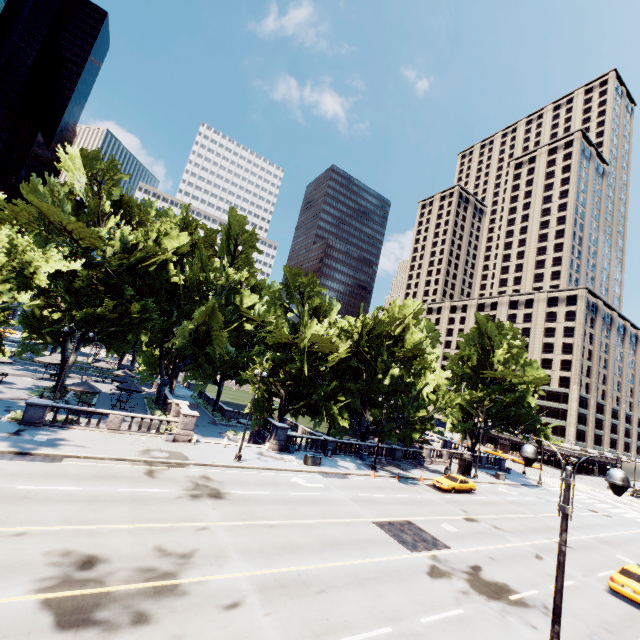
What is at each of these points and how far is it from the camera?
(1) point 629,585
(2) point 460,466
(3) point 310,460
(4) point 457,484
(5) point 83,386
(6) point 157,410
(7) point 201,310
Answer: (1) vehicle, 17.2 meters
(2) bus stop, 40.7 meters
(3) container, 29.0 meters
(4) vehicle, 31.9 meters
(5) umbrella, 28.1 meters
(6) bush, 35.4 meters
(7) tree, 35.1 meters

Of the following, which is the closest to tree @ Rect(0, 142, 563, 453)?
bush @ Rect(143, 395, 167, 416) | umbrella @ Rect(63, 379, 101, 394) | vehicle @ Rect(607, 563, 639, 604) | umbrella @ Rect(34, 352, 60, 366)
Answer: bush @ Rect(143, 395, 167, 416)

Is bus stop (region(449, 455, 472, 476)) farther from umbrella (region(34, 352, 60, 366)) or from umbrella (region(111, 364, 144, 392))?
umbrella (region(34, 352, 60, 366))

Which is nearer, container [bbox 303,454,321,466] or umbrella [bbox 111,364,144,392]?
container [bbox 303,454,321,466]

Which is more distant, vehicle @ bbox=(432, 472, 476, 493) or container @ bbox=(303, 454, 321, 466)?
vehicle @ bbox=(432, 472, 476, 493)

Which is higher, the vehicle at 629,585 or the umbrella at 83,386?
the umbrella at 83,386

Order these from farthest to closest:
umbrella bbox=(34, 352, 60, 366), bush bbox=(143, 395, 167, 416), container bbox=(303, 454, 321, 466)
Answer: umbrella bbox=(34, 352, 60, 366) → bush bbox=(143, 395, 167, 416) → container bbox=(303, 454, 321, 466)

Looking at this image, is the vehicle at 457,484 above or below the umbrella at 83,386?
below
